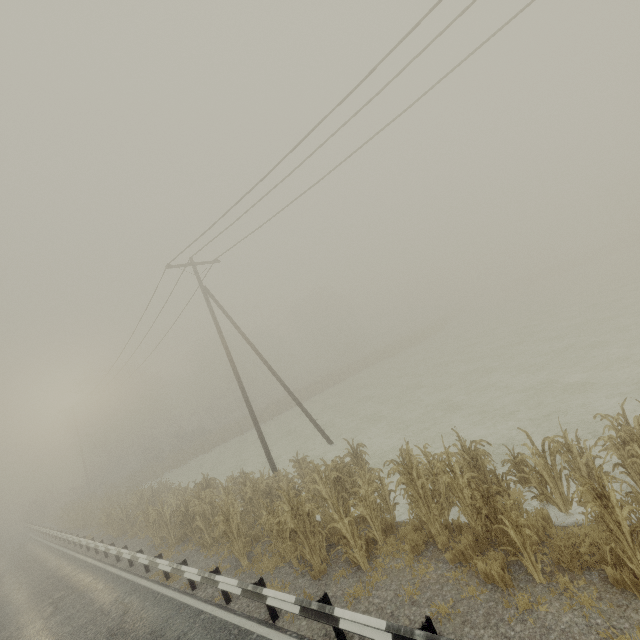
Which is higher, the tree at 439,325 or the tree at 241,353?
the tree at 241,353

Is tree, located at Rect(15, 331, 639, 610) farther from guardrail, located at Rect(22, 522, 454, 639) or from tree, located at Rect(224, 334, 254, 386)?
tree, located at Rect(224, 334, 254, 386)

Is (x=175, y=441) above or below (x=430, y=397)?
above

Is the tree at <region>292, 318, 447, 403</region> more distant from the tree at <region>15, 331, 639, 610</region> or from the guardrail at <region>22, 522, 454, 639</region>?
the guardrail at <region>22, 522, 454, 639</region>

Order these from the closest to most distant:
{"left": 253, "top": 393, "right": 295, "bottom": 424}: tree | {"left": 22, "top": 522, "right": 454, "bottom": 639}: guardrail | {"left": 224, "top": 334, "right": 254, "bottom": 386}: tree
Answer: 1. {"left": 22, "top": 522, "right": 454, "bottom": 639}: guardrail
2. {"left": 253, "top": 393, "right": 295, "bottom": 424}: tree
3. {"left": 224, "top": 334, "right": 254, "bottom": 386}: tree

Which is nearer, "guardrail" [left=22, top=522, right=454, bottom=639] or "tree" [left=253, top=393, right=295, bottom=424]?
"guardrail" [left=22, top=522, right=454, bottom=639]

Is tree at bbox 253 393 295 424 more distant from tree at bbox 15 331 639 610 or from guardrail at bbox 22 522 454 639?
guardrail at bbox 22 522 454 639

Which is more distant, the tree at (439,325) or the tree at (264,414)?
the tree at (439,325)
